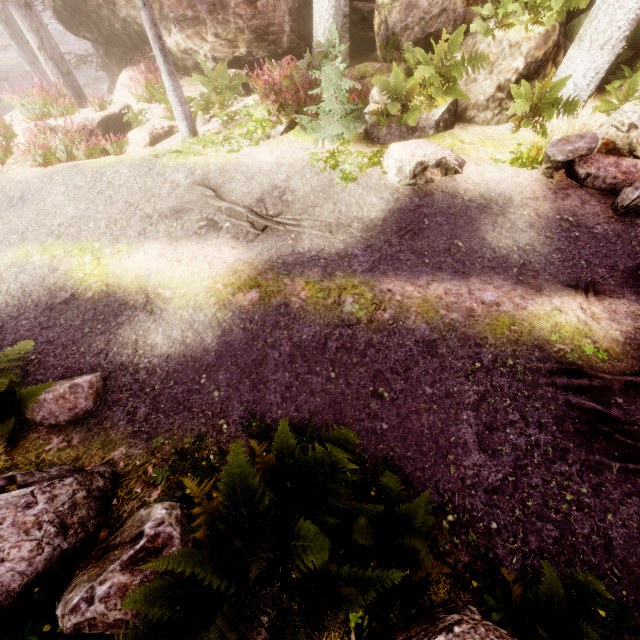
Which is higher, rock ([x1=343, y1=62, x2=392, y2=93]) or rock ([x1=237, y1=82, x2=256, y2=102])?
rock ([x1=343, y1=62, x2=392, y2=93])

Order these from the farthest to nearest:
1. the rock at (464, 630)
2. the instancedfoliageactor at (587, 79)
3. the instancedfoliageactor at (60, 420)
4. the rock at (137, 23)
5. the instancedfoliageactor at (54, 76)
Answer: the rock at (137, 23)
the instancedfoliageactor at (54, 76)
the instancedfoliageactor at (587, 79)
the instancedfoliageactor at (60, 420)
the rock at (464, 630)

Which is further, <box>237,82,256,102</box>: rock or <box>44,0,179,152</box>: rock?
<box>237,82,256,102</box>: rock

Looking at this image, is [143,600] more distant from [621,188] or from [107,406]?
[621,188]

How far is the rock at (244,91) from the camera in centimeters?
1142cm

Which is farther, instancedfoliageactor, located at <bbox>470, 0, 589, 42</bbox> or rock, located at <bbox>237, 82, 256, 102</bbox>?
rock, located at <bbox>237, 82, 256, 102</bbox>

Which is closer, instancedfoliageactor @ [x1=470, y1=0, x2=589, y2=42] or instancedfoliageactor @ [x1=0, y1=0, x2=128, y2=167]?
instancedfoliageactor @ [x1=470, y1=0, x2=589, y2=42]
